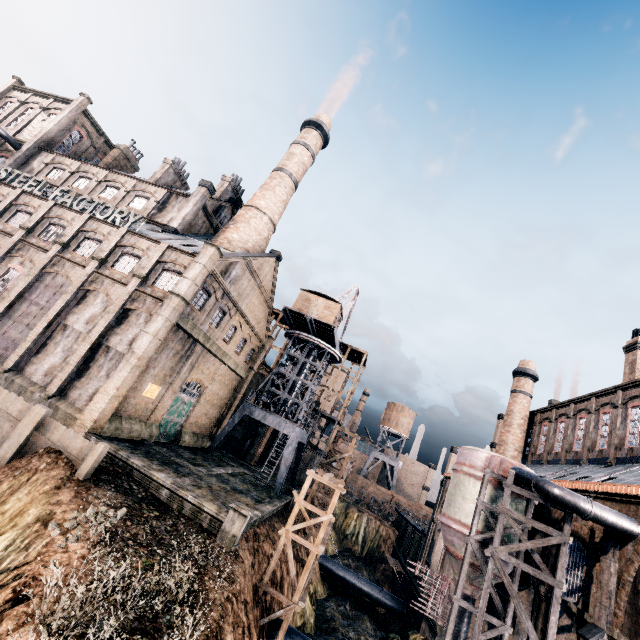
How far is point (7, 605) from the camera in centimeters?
1009cm

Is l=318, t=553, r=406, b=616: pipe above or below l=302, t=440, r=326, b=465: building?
below

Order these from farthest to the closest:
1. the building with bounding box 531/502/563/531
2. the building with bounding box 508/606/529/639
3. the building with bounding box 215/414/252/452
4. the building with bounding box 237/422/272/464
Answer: the building with bounding box 215/414/252/452 < the building with bounding box 237/422/272/464 < the building with bounding box 531/502/563/531 < the building with bounding box 508/606/529/639

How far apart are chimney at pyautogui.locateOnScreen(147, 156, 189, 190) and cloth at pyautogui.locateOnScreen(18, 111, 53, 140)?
16.16m

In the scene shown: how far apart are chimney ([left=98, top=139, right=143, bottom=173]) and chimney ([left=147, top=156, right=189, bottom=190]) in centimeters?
754cm

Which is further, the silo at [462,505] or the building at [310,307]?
the building at [310,307]

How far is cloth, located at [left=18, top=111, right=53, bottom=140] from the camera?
42.72m

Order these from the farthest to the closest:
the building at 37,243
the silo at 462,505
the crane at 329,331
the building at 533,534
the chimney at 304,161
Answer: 1. the chimney at 304,161
2. the crane at 329,331
3. the building at 37,243
4. the building at 533,534
5. the silo at 462,505
